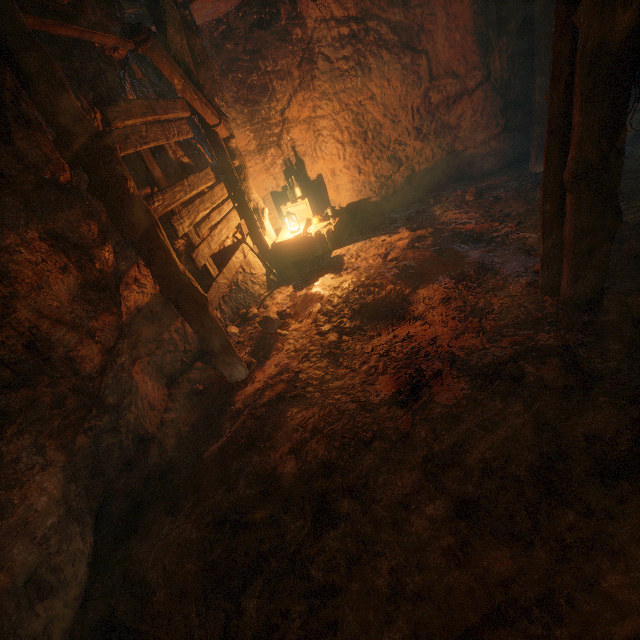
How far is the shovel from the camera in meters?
5.8

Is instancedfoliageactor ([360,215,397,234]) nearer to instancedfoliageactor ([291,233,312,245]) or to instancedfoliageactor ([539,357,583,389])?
instancedfoliageactor ([291,233,312,245])

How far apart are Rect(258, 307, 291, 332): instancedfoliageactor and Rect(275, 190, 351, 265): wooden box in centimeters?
169cm

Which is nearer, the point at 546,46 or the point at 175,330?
the point at 175,330

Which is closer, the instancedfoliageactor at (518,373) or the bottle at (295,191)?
the instancedfoliageactor at (518,373)

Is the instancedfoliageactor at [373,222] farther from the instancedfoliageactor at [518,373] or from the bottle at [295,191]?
the instancedfoliageactor at [518,373]

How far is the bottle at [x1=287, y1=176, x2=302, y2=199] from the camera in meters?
7.1 m

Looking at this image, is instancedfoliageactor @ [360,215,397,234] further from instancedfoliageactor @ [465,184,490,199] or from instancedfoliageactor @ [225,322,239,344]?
instancedfoliageactor @ [225,322,239,344]
